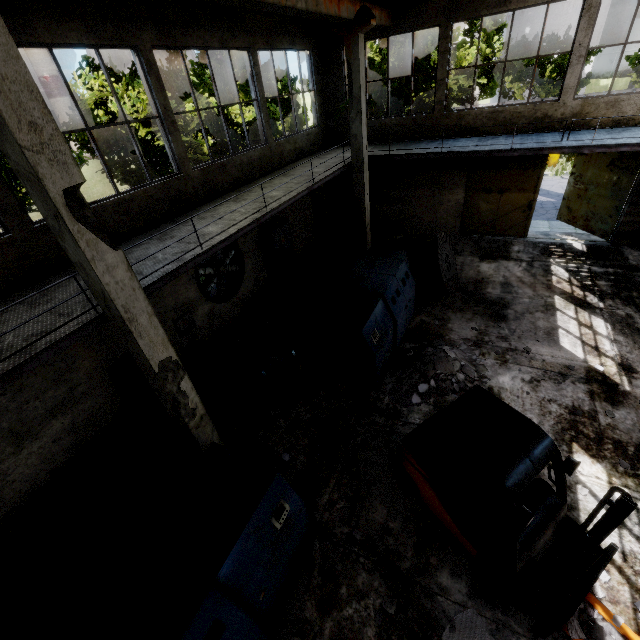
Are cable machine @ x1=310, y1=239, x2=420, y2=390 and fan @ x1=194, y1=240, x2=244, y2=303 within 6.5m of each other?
yes

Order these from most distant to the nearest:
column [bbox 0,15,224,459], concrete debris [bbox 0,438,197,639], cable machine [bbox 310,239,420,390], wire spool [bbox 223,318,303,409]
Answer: cable machine [bbox 310,239,420,390]
wire spool [bbox 223,318,303,409]
concrete debris [bbox 0,438,197,639]
column [bbox 0,15,224,459]

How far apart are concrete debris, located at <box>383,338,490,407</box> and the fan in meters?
5.7

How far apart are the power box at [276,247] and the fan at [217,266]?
0.9 meters

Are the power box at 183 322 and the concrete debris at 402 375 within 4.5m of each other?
no

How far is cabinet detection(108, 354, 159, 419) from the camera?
7.5 meters

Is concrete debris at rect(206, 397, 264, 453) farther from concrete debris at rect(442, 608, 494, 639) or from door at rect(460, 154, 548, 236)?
door at rect(460, 154, 548, 236)

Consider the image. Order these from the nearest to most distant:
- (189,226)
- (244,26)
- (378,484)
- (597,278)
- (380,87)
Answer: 1. (378,484)
2. (189,226)
3. (244,26)
4. (597,278)
5. (380,87)
